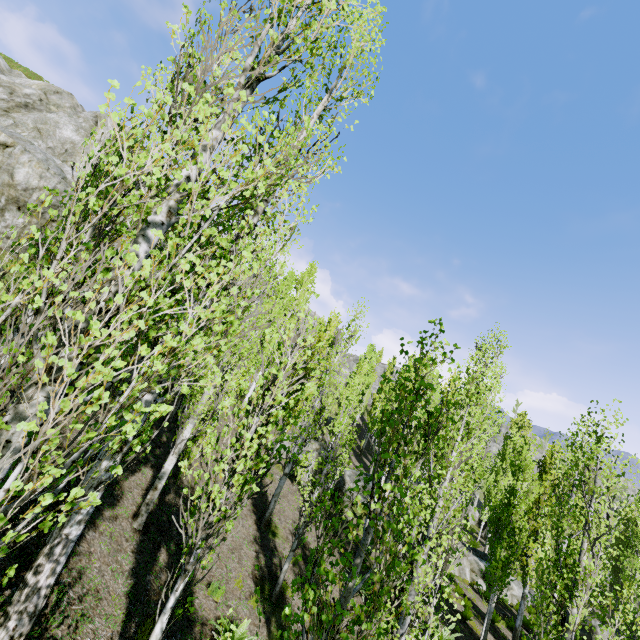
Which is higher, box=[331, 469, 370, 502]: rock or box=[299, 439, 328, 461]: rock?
box=[299, 439, 328, 461]: rock

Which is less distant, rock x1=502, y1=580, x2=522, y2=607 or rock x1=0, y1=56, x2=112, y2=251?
rock x1=0, y1=56, x2=112, y2=251

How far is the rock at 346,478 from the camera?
20.1 meters

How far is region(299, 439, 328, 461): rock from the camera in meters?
22.2 m

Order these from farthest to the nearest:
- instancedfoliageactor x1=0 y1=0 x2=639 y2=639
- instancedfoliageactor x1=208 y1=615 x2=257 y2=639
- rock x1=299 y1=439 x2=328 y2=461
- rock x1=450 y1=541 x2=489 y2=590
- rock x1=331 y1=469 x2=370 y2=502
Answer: rock x1=299 y1=439 x2=328 y2=461
rock x1=331 y1=469 x2=370 y2=502
rock x1=450 y1=541 x2=489 y2=590
instancedfoliageactor x1=208 y1=615 x2=257 y2=639
instancedfoliageactor x1=0 y1=0 x2=639 y2=639

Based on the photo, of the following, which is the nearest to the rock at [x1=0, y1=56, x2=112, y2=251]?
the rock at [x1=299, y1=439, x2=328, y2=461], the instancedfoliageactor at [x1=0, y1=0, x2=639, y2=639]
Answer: the instancedfoliageactor at [x1=0, y1=0, x2=639, y2=639]

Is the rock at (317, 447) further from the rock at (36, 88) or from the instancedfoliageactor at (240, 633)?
the rock at (36, 88)

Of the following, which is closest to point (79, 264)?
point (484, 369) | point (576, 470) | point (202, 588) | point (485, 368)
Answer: point (484, 369)
